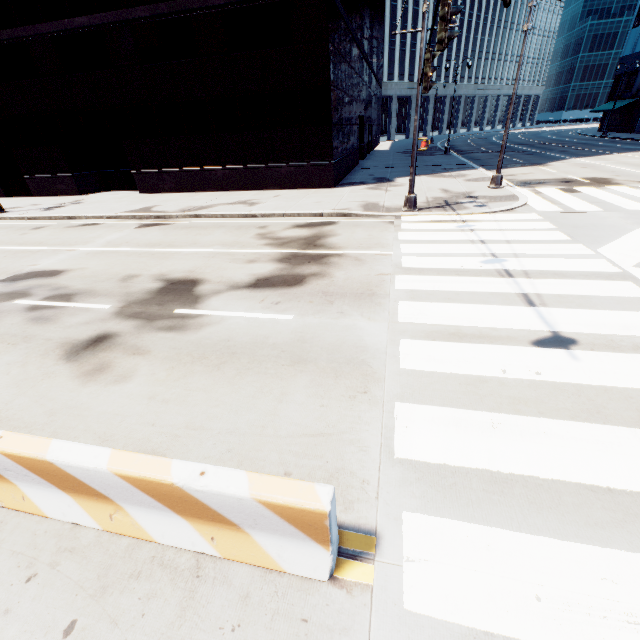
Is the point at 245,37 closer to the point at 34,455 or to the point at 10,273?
the point at 10,273

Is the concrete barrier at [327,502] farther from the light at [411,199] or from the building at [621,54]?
the building at [621,54]

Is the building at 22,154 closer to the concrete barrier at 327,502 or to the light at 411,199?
the light at 411,199

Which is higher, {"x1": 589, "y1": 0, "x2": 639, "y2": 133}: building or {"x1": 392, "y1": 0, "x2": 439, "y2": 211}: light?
{"x1": 589, "y1": 0, "x2": 639, "y2": 133}: building

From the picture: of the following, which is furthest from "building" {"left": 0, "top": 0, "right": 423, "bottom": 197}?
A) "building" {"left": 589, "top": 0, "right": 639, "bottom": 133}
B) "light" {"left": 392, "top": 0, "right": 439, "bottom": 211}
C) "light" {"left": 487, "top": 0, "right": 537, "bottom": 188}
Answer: "building" {"left": 589, "top": 0, "right": 639, "bottom": 133}

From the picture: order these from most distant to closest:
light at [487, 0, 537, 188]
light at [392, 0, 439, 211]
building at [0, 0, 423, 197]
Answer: building at [0, 0, 423, 197] → light at [487, 0, 537, 188] → light at [392, 0, 439, 211]

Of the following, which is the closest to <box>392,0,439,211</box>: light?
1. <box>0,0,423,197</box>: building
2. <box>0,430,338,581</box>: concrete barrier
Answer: <box>0,430,338,581</box>: concrete barrier

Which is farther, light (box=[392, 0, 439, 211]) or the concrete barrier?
light (box=[392, 0, 439, 211])
